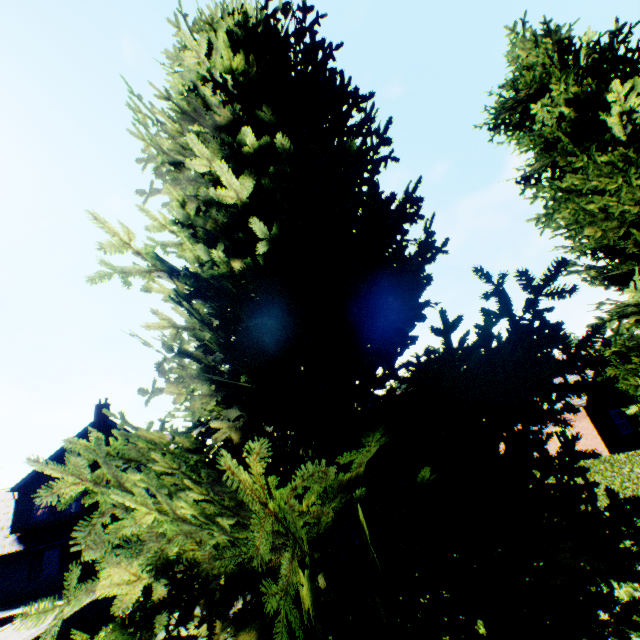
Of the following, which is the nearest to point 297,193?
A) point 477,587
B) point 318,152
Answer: point 318,152

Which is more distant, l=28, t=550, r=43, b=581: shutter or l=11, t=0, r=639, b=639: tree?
l=28, t=550, r=43, b=581: shutter

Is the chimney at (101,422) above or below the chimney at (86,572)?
above

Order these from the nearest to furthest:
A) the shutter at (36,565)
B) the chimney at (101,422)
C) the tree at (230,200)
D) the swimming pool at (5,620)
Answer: the tree at (230,200)
the swimming pool at (5,620)
the shutter at (36,565)
the chimney at (101,422)

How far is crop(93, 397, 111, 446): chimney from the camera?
→ 25.6m

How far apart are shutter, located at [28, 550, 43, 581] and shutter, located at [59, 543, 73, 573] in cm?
97

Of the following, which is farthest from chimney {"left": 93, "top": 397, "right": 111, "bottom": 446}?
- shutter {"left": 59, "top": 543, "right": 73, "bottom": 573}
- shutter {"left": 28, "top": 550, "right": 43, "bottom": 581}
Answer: shutter {"left": 28, "top": 550, "right": 43, "bottom": 581}

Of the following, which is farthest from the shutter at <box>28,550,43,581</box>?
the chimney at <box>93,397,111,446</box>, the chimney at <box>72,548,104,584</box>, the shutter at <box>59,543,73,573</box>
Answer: the chimney at <box>93,397,111,446</box>
